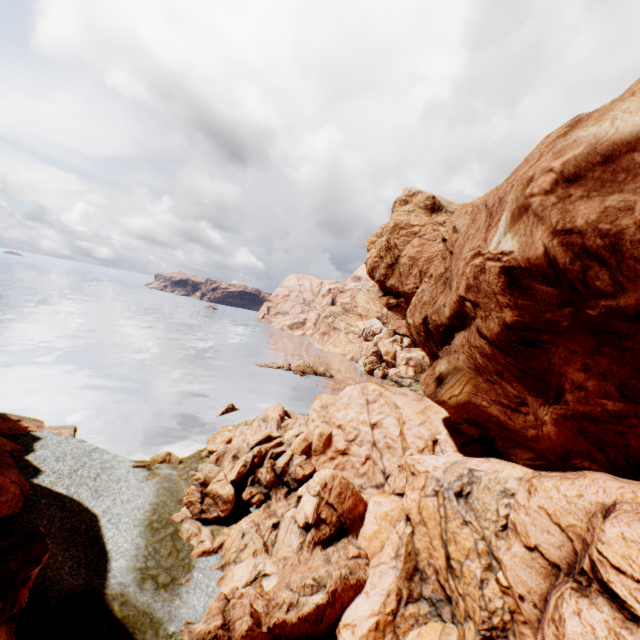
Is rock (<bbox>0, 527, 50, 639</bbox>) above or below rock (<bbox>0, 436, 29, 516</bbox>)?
above

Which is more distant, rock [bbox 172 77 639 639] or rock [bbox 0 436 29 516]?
rock [bbox 0 436 29 516]

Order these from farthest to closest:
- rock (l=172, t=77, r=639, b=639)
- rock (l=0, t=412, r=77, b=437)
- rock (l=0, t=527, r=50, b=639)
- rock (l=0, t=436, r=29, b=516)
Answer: rock (l=0, t=412, r=77, b=437)
rock (l=0, t=436, r=29, b=516)
rock (l=0, t=527, r=50, b=639)
rock (l=172, t=77, r=639, b=639)

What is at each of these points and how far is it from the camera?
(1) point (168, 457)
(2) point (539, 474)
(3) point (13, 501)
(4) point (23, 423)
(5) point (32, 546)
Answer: (1) rock, 27.95m
(2) rock, 14.27m
(3) rock, 17.16m
(4) rock, 27.91m
(5) rock, 13.03m

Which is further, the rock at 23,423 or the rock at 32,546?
the rock at 23,423

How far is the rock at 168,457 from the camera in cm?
2767

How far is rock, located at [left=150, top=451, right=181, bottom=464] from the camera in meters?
27.7
